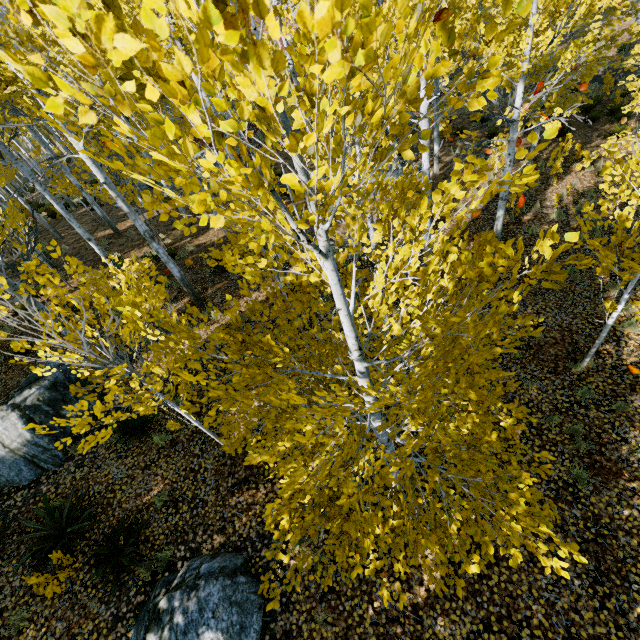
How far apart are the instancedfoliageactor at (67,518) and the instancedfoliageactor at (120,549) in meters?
0.4

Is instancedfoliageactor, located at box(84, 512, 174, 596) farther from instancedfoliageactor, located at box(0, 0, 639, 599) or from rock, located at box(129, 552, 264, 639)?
instancedfoliageactor, located at box(0, 0, 639, 599)

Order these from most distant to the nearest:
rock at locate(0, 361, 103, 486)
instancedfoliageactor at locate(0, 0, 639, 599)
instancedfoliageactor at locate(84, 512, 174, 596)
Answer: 1. rock at locate(0, 361, 103, 486)
2. instancedfoliageactor at locate(84, 512, 174, 596)
3. instancedfoliageactor at locate(0, 0, 639, 599)

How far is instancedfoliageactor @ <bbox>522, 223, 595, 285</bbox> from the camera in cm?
123

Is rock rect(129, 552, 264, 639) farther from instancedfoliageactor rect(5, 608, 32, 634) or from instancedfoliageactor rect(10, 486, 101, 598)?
instancedfoliageactor rect(5, 608, 32, 634)

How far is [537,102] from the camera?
11.6 meters

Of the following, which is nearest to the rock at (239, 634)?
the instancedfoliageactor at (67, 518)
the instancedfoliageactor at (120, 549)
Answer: the instancedfoliageactor at (120, 549)

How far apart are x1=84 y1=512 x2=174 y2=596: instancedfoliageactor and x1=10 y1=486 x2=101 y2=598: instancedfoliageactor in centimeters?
45cm
